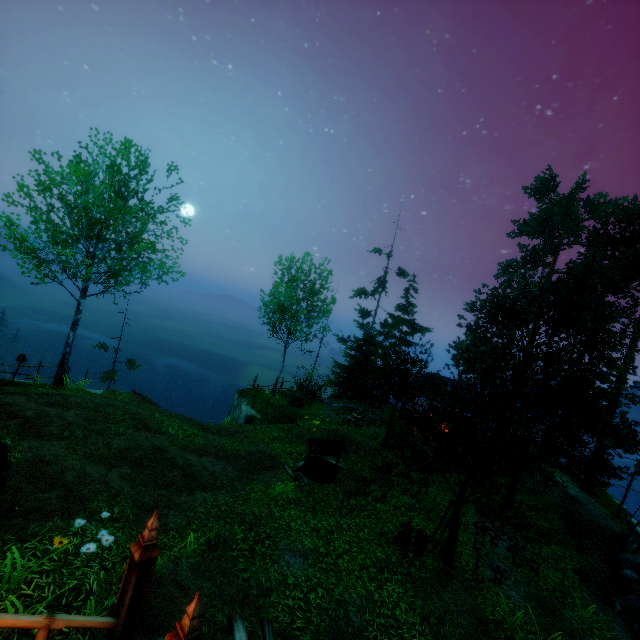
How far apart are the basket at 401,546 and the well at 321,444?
3.9m

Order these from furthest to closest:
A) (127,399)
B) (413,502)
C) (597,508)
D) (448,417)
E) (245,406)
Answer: (448,417)
(245,406)
(597,508)
(127,399)
(413,502)

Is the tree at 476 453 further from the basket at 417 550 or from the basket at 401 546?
the basket at 401 546

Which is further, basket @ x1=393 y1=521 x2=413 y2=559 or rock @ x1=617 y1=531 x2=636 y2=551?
rock @ x1=617 y1=531 x2=636 y2=551

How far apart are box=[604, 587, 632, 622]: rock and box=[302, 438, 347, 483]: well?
11.1 meters

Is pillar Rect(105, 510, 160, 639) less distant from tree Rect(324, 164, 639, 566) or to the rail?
the rail

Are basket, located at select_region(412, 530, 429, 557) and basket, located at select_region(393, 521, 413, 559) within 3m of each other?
yes

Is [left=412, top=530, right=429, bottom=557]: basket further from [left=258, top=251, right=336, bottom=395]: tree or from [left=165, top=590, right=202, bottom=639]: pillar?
[left=165, top=590, right=202, bottom=639]: pillar
